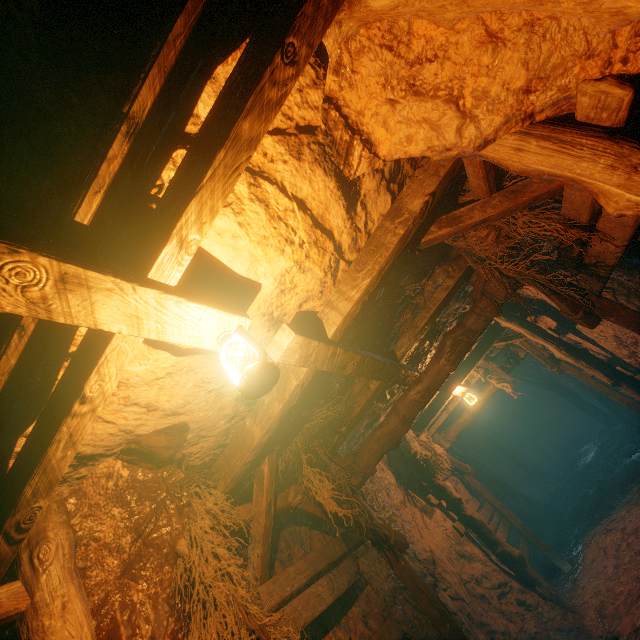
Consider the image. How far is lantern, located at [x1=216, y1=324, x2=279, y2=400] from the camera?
1.6 meters

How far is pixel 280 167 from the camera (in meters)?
2.22

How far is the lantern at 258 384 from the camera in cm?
164
